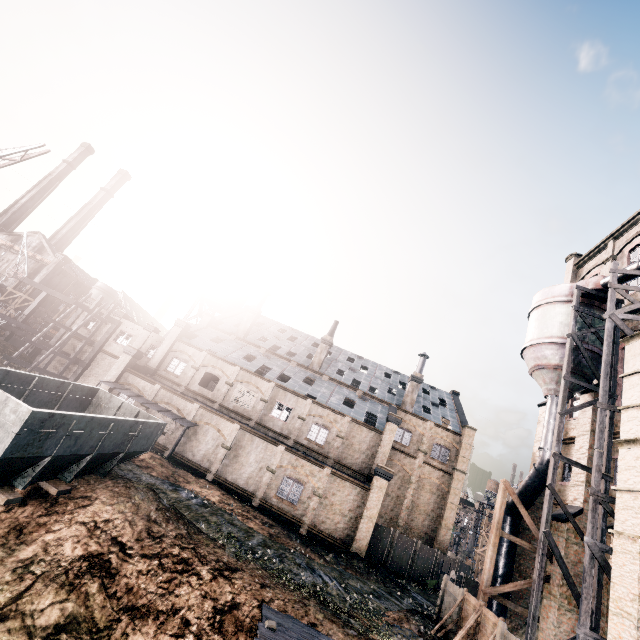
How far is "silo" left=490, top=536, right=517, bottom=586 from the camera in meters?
19.8 m

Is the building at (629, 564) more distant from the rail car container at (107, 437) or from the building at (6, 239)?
the building at (6, 239)

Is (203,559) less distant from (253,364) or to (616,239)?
(253,364)

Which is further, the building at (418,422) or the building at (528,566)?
the building at (418,422)

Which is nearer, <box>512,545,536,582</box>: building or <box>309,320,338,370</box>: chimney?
<box>512,545,536,582</box>: building

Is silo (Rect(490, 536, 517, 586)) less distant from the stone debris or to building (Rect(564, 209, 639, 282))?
building (Rect(564, 209, 639, 282))

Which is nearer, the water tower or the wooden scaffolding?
Result: the wooden scaffolding

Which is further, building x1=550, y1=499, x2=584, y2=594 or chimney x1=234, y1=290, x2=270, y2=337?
chimney x1=234, y1=290, x2=270, y2=337
